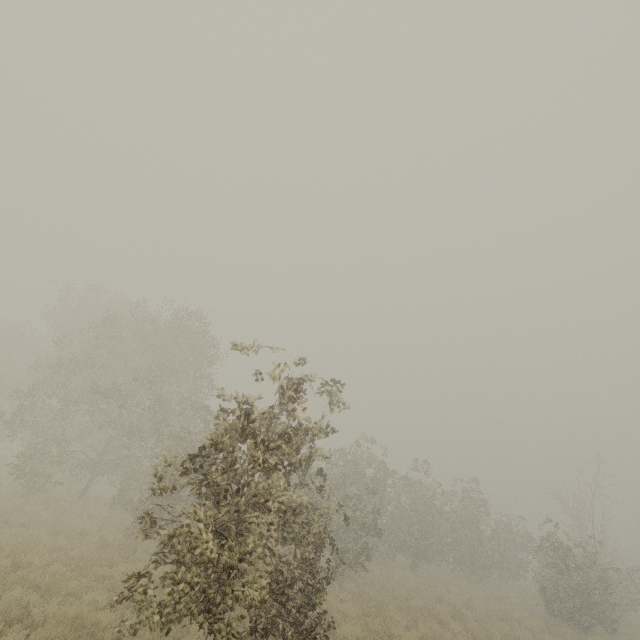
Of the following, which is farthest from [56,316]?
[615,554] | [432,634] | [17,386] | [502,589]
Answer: [615,554]
